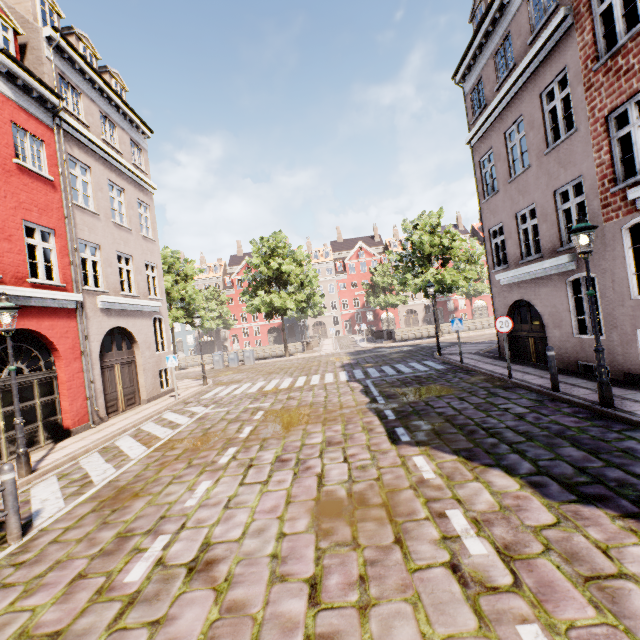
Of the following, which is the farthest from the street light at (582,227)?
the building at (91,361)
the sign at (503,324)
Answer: the sign at (503,324)

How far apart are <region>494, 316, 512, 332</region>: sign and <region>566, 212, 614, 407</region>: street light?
3.19m

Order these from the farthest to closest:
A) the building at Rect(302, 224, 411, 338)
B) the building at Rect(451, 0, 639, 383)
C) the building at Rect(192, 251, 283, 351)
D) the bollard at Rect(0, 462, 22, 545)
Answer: the building at Rect(192, 251, 283, 351) → the building at Rect(302, 224, 411, 338) → the building at Rect(451, 0, 639, 383) → the bollard at Rect(0, 462, 22, 545)

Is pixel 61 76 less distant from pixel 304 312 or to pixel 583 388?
pixel 583 388

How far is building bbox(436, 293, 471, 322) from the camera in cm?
5531

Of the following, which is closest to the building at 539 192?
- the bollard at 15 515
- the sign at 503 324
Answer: the sign at 503 324

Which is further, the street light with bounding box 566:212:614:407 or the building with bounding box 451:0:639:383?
the building with bounding box 451:0:639:383

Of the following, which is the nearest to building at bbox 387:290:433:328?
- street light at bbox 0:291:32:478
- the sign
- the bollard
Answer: street light at bbox 0:291:32:478
